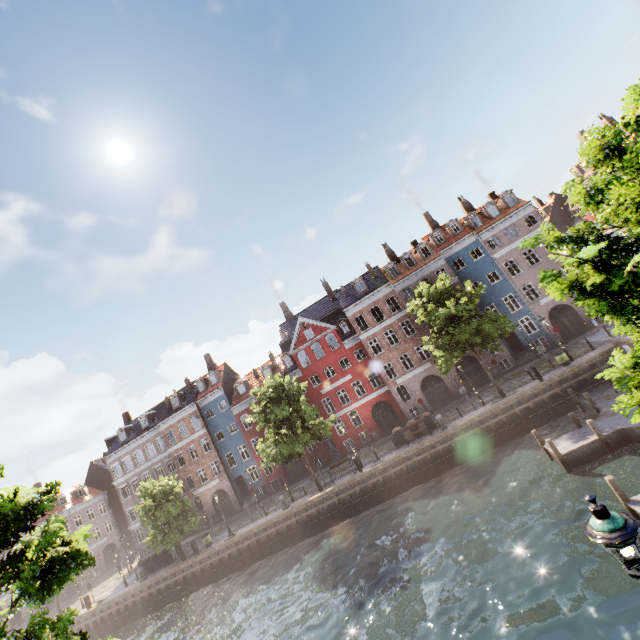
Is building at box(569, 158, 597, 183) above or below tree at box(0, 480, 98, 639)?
above

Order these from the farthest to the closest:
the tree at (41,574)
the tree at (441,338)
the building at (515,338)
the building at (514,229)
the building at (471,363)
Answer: the building at (514,229), the building at (471,363), the building at (515,338), the tree at (441,338), the tree at (41,574)

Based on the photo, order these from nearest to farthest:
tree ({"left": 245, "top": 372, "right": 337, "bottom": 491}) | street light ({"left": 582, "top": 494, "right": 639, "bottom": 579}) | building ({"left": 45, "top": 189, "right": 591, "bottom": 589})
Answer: street light ({"left": 582, "top": 494, "right": 639, "bottom": 579}) < tree ({"left": 245, "top": 372, "right": 337, "bottom": 491}) < building ({"left": 45, "top": 189, "right": 591, "bottom": 589})

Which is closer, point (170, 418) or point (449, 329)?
point (449, 329)

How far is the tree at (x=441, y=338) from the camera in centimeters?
2312cm

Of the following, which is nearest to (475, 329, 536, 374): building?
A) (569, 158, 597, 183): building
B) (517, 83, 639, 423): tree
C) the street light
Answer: (517, 83, 639, 423): tree

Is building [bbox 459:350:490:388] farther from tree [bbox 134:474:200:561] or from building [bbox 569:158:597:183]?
building [bbox 569:158:597:183]

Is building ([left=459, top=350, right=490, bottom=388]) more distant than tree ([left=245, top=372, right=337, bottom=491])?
Yes
